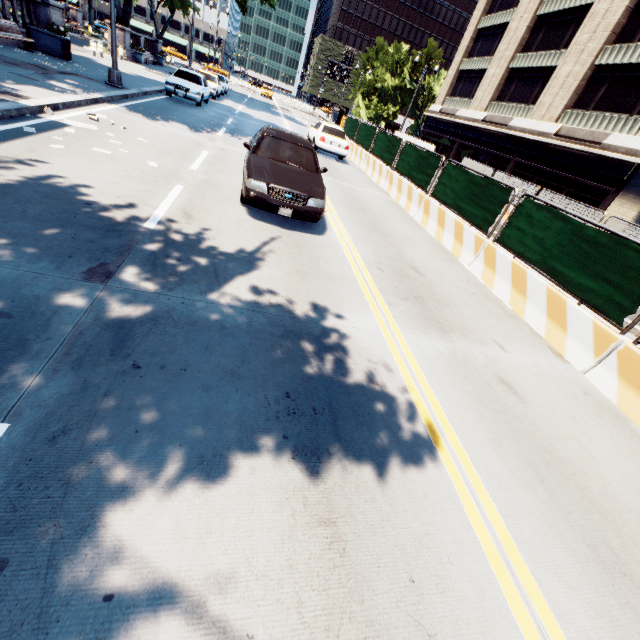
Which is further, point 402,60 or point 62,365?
point 402,60

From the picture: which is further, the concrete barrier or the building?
the building

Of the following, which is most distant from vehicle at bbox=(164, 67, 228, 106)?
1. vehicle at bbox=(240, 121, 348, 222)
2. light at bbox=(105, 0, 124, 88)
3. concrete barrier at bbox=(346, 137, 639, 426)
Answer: vehicle at bbox=(240, 121, 348, 222)

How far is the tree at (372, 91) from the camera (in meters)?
49.94

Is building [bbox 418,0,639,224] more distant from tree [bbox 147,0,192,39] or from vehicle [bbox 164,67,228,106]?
vehicle [bbox 164,67,228,106]

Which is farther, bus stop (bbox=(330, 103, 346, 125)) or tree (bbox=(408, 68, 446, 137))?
tree (bbox=(408, 68, 446, 137))

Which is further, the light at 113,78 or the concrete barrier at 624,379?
the light at 113,78

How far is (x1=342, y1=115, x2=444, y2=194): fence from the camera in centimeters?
1181cm
